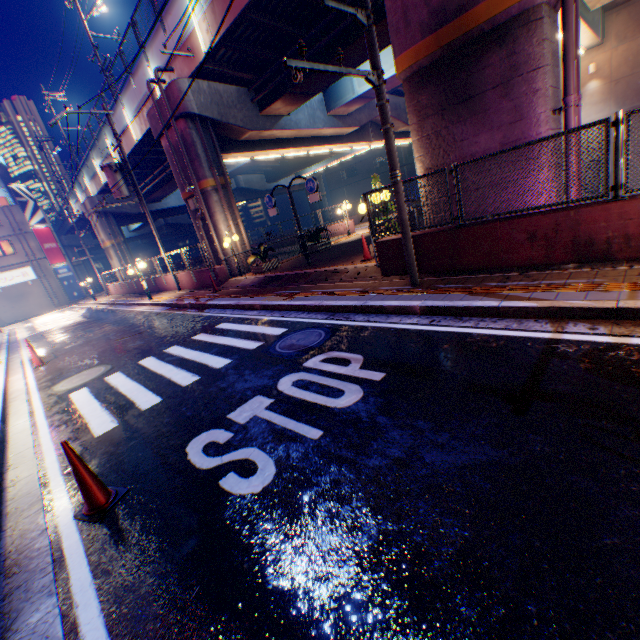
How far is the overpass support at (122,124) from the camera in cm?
2019

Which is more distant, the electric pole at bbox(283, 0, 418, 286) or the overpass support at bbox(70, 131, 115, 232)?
the overpass support at bbox(70, 131, 115, 232)

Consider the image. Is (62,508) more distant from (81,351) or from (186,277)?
(186,277)

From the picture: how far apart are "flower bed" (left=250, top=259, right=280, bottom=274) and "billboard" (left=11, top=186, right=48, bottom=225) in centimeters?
3696cm

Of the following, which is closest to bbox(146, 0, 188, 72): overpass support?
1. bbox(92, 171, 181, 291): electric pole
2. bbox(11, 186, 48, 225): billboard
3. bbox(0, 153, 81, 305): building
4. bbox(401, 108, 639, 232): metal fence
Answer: bbox(401, 108, 639, 232): metal fence

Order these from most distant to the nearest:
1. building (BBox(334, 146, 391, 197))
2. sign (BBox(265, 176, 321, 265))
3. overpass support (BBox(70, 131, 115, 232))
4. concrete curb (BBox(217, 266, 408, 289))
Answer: building (BBox(334, 146, 391, 197)), overpass support (BBox(70, 131, 115, 232)), sign (BBox(265, 176, 321, 265)), concrete curb (BBox(217, 266, 408, 289))

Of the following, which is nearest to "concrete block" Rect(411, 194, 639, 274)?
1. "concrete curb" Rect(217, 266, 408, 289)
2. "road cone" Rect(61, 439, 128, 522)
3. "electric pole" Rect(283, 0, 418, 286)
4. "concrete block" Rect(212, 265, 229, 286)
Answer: "concrete curb" Rect(217, 266, 408, 289)

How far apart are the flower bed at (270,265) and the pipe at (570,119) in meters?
11.2 m
